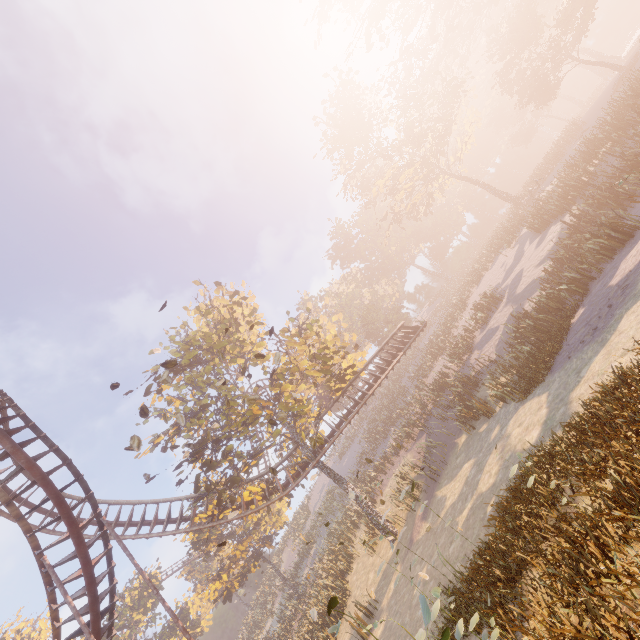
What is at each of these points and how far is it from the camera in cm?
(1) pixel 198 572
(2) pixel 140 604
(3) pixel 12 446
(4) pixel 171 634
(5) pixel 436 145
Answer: (1) instancedfoliageactor, 5419
(2) instancedfoliageactor, 4447
(3) roller coaster, 1271
(4) instancedfoliageactor, 4497
(5) instancedfoliageactor, 3503

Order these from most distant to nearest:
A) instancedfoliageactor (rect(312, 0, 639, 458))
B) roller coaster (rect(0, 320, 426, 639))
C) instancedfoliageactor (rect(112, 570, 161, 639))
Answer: instancedfoliageactor (rect(112, 570, 161, 639)), instancedfoliageactor (rect(312, 0, 639, 458)), roller coaster (rect(0, 320, 426, 639))

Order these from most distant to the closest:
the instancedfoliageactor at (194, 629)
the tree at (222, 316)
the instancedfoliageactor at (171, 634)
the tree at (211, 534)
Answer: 1. the instancedfoliageactor at (194, 629)
2. the instancedfoliageactor at (171, 634)
3. the tree at (211, 534)
4. the tree at (222, 316)

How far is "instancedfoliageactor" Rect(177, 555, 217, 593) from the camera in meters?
53.7

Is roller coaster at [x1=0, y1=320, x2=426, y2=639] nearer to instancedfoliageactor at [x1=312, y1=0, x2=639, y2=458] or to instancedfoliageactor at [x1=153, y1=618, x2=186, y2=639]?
instancedfoliageactor at [x1=153, y1=618, x2=186, y2=639]

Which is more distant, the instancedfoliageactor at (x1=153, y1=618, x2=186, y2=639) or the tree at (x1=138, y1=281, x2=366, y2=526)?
the instancedfoliageactor at (x1=153, y1=618, x2=186, y2=639)

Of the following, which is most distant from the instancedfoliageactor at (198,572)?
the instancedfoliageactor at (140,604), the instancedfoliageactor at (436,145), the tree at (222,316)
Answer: the instancedfoliageactor at (436,145)

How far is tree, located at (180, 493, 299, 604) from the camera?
31.17m
